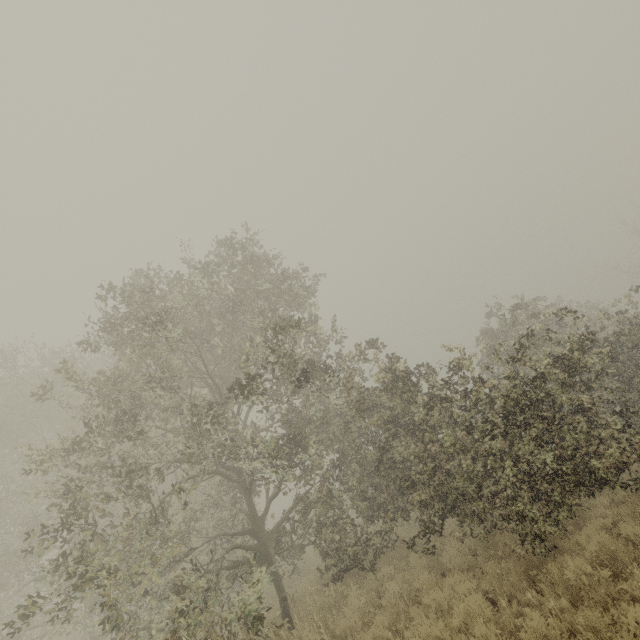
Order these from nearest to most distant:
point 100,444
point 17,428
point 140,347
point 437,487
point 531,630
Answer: point 531,630 → point 437,487 → point 140,347 → point 17,428 → point 100,444
